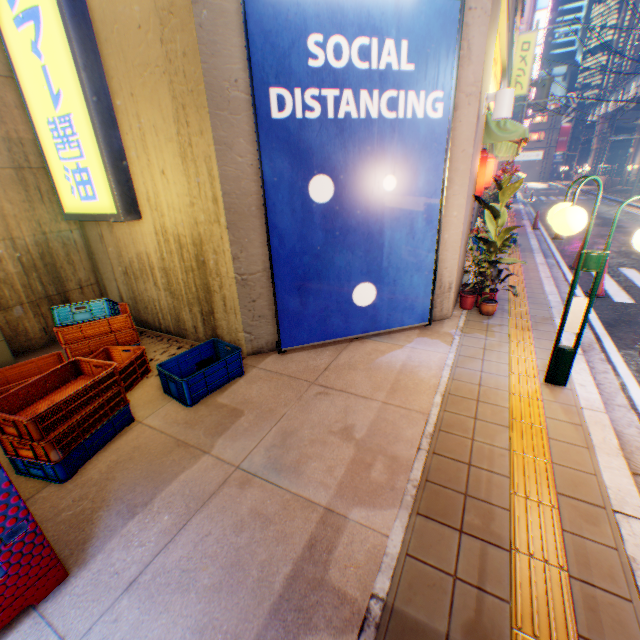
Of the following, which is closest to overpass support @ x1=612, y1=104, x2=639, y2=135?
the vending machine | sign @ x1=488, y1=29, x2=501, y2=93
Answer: sign @ x1=488, y1=29, x2=501, y2=93

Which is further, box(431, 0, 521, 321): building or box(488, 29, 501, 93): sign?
box(488, 29, 501, 93): sign

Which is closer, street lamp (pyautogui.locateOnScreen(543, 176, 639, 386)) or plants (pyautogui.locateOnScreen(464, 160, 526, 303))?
street lamp (pyautogui.locateOnScreen(543, 176, 639, 386))

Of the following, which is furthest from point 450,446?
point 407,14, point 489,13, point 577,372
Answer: point 489,13

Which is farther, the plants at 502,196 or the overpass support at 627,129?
the overpass support at 627,129

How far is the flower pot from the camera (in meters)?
5.94

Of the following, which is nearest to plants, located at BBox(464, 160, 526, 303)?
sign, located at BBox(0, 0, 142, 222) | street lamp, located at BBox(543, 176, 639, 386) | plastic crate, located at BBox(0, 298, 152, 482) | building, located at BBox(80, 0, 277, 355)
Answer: street lamp, located at BBox(543, 176, 639, 386)

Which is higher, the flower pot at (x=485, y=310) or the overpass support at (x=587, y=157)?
the overpass support at (x=587, y=157)
